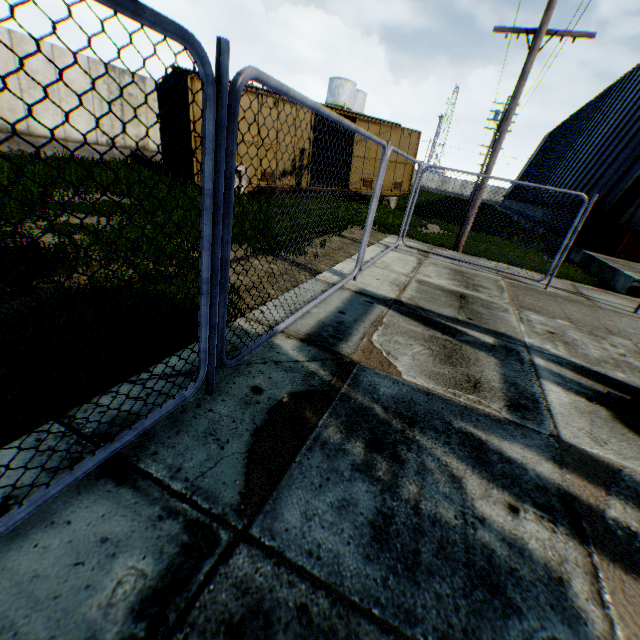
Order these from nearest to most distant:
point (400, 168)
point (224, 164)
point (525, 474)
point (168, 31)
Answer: point (168, 31)
point (224, 164)
point (525, 474)
point (400, 168)

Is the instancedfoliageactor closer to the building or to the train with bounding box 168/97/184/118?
the train with bounding box 168/97/184/118

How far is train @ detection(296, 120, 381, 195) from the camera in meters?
15.4 m

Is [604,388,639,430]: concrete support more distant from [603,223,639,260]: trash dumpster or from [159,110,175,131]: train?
[159,110,175,131]: train

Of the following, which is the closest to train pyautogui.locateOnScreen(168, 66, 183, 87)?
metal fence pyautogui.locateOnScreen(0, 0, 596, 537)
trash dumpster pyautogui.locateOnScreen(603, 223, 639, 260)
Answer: metal fence pyautogui.locateOnScreen(0, 0, 596, 537)

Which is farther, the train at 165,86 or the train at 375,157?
the train at 375,157

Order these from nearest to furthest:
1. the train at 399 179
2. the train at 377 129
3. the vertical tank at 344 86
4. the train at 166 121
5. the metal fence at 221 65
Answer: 1. the metal fence at 221 65
2. the train at 166 121
3. the train at 377 129
4. the train at 399 179
5. the vertical tank at 344 86
